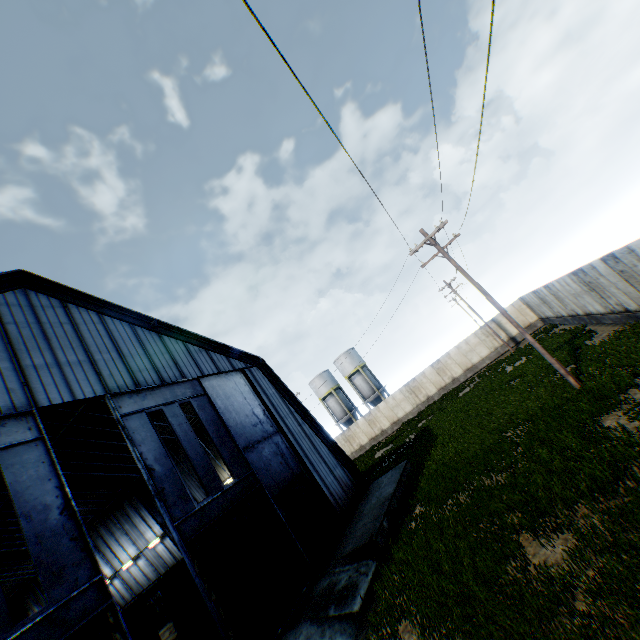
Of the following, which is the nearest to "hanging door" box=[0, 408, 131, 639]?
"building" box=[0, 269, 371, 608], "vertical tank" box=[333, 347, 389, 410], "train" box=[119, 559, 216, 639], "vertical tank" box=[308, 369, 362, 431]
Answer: "building" box=[0, 269, 371, 608]

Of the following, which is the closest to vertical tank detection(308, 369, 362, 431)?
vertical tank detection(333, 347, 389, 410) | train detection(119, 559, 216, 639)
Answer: vertical tank detection(333, 347, 389, 410)

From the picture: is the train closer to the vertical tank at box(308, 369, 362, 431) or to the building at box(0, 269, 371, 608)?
the building at box(0, 269, 371, 608)

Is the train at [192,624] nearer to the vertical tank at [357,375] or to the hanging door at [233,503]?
the hanging door at [233,503]

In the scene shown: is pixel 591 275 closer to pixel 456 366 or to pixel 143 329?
pixel 143 329

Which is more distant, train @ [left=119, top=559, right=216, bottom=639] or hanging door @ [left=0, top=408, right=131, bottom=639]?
train @ [left=119, top=559, right=216, bottom=639]

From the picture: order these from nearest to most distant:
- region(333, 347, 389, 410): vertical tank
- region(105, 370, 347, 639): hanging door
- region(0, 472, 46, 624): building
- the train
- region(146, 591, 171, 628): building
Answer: region(105, 370, 347, 639): hanging door < the train < region(0, 472, 46, 624): building < region(146, 591, 171, 628): building < region(333, 347, 389, 410): vertical tank

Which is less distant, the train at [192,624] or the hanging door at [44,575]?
Result: the hanging door at [44,575]
